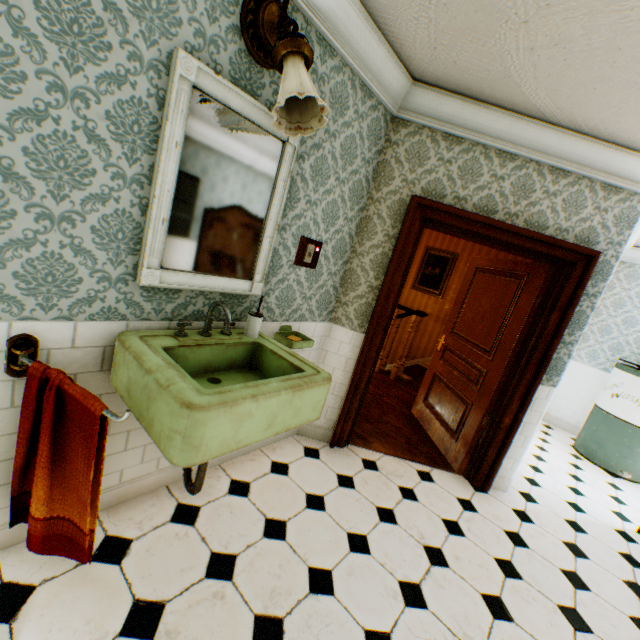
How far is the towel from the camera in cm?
120

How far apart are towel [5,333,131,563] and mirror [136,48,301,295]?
0.47m

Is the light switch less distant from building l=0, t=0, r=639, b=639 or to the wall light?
building l=0, t=0, r=639, b=639

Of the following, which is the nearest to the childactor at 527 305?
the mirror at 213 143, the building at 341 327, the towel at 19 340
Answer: the building at 341 327

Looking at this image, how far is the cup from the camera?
2.04m

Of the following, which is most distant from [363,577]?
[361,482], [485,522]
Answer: [485,522]

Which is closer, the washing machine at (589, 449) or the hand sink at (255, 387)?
the hand sink at (255, 387)

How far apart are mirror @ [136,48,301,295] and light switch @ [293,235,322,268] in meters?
0.3 m
